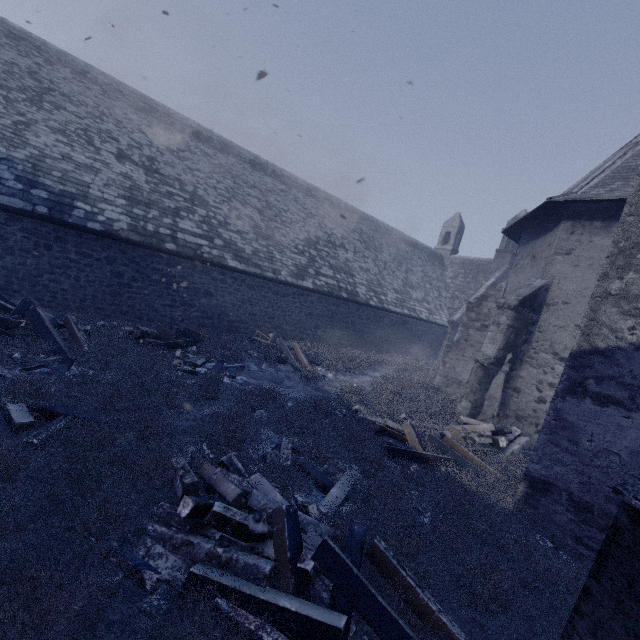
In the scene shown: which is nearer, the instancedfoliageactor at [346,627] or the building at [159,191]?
the instancedfoliageactor at [346,627]

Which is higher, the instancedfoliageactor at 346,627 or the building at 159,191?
the building at 159,191

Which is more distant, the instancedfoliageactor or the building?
the building

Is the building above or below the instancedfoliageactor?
above

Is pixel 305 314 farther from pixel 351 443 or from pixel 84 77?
pixel 84 77
